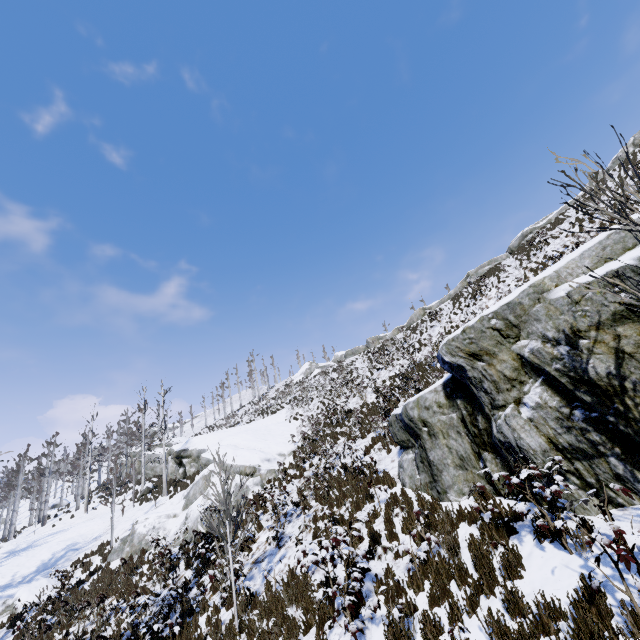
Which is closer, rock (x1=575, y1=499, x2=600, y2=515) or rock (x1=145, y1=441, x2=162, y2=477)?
rock (x1=575, y1=499, x2=600, y2=515)

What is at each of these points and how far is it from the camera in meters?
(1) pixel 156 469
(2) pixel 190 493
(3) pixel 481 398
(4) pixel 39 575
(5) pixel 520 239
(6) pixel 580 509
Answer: (1) rock, 35.6 m
(2) rock, 18.2 m
(3) rock, 7.2 m
(4) rock, 17.5 m
(5) rock, 35.7 m
(6) rock, 5.3 m

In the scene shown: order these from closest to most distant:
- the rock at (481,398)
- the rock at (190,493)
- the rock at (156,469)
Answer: the rock at (481,398) → the rock at (190,493) → the rock at (156,469)

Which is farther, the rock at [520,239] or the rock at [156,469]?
the rock at [156,469]

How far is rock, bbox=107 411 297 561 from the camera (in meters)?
16.52

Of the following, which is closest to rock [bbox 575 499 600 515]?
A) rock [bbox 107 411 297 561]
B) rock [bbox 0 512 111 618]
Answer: rock [bbox 107 411 297 561]

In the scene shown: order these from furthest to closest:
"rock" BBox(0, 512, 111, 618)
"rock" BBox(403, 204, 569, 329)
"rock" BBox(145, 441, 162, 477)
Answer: "rock" BBox(145, 441, 162, 477)
"rock" BBox(403, 204, 569, 329)
"rock" BBox(0, 512, 111, 618)

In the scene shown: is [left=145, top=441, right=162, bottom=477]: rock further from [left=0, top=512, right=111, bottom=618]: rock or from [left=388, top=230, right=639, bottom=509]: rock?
[left=388, top=230, right=639, bottom=509]: rock
